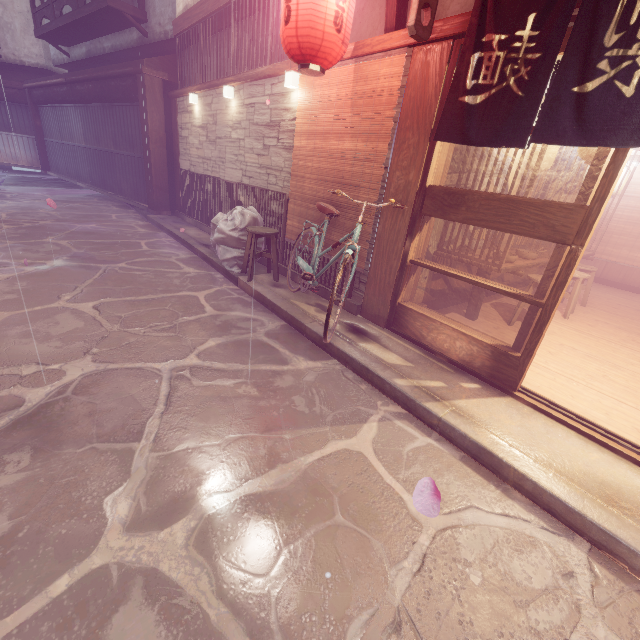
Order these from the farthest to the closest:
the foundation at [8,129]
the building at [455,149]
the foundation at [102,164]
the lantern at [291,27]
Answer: the foundation at [8,129] → the foundation at [102,164] → the building at [455,149] → the lantern at [291,27]

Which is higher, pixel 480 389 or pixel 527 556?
pixel 480 389

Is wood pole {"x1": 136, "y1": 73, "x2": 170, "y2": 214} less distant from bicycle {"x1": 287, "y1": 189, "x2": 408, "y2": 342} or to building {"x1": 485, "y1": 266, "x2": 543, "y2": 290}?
bicycle {"x1": 287, "y1": 189, "x2": 408, "y2": 342}

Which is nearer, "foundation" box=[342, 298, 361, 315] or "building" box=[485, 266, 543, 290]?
"foundation" box=[342, 298, 361, 315]

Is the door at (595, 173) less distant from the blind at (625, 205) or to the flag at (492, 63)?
the flag at (492, 63)

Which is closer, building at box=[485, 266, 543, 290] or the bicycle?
the bicycle

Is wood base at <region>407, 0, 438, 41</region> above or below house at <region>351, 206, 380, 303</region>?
above

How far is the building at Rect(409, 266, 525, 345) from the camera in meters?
7.9 m
